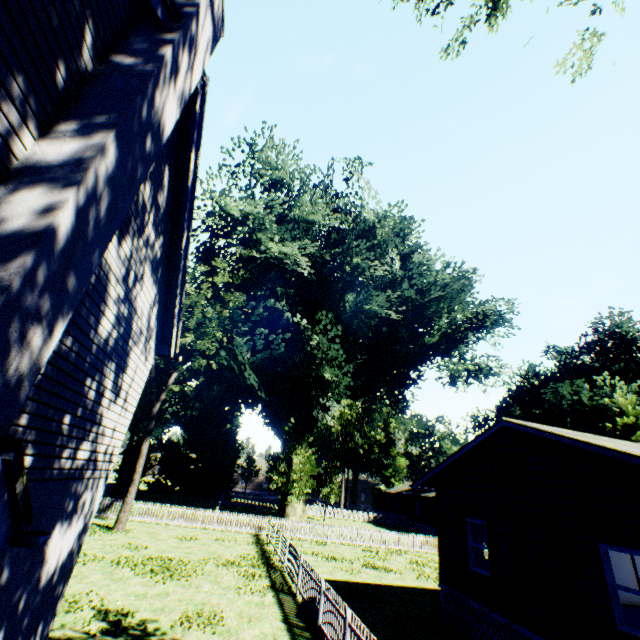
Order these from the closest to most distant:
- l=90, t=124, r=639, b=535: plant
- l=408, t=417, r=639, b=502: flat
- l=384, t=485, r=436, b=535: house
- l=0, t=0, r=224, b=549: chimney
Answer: l=0, t=0, r=224, b=549: chimney
l=408, t=417, r=639, b=502: flat
l=90, t=124, r=639, b=535: plant
l=384, t=485, r=436, b=535: house

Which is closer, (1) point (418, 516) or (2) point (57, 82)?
(2) point (57, 82)

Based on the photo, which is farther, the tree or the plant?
the plant

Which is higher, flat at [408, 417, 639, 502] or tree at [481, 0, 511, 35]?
tree at [481, 0, 511, 35]

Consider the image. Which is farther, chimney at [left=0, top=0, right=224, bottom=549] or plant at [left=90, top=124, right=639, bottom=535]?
plant at [left=90, top=124, right=639, bottom=535]

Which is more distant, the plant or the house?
the house

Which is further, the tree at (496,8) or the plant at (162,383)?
the plant at (162,383)

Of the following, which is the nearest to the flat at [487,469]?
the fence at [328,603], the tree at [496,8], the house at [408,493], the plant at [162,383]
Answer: the fence at [328,603]
